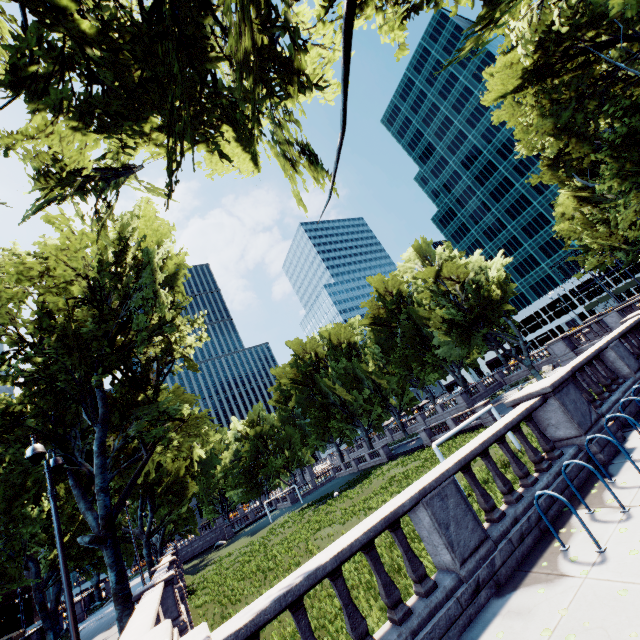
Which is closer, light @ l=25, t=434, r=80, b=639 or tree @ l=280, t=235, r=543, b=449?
light @ l=25, t=434, r=80, b=639

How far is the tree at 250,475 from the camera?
56.5m

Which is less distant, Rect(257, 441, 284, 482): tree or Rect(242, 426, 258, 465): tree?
Rect(257, 441, 284, 482): tree

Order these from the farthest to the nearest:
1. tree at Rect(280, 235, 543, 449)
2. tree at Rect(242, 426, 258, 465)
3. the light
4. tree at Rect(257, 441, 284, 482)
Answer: tree at Rect(242, 426, 258, 465) < tree at Rect(257, 441, 284, 482) < tree at Rect(280, 235, 543, 449) < the light

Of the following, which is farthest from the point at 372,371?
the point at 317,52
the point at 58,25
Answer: the point at 58,25

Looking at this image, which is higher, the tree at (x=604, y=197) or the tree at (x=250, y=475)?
the tree at (x=604, y=197)
